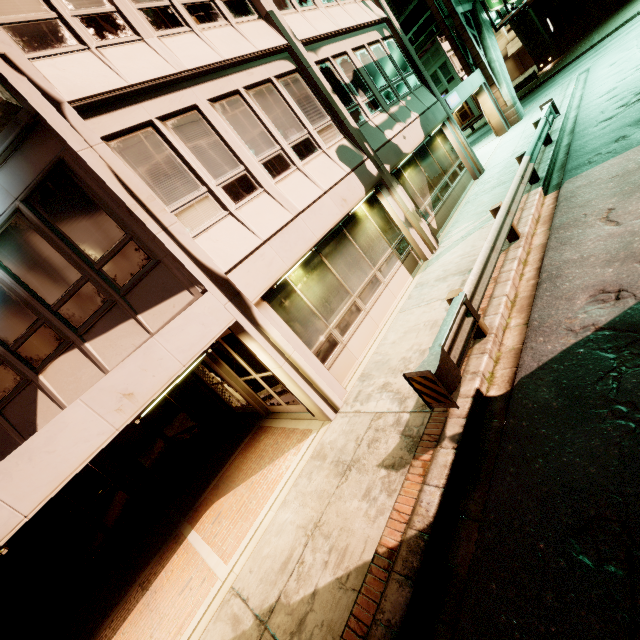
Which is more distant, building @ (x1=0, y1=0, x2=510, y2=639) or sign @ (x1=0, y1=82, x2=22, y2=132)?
building @ (x1=0, y1=0, x2=510, y2=639)

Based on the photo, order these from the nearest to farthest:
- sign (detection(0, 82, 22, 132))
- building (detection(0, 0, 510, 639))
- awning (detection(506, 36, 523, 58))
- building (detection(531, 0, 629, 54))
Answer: sign (detection(0, 82, 22, 132)) < building (detection(0, 0, 510, 639)) < building (detection(531, 0, 629, 54)) < awning (detection(506, 36, 523, 58))

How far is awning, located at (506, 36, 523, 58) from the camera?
38.3 meters

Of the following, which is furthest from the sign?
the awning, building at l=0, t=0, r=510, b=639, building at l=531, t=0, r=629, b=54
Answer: the awning

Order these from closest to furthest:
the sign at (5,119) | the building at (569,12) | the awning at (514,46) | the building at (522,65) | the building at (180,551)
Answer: the sign at (5,119)
the building at (180,551)
the building at (569,12)
the awning at (514,46)
the building at (522,65)

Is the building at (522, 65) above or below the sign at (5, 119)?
below

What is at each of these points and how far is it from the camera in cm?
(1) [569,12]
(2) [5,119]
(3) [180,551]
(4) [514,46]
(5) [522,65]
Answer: (1) building, 3012
(2) sign, 507
(3) building, 702
(4) awning, 3894
(5) building, 4053

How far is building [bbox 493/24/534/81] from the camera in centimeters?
3928cm
